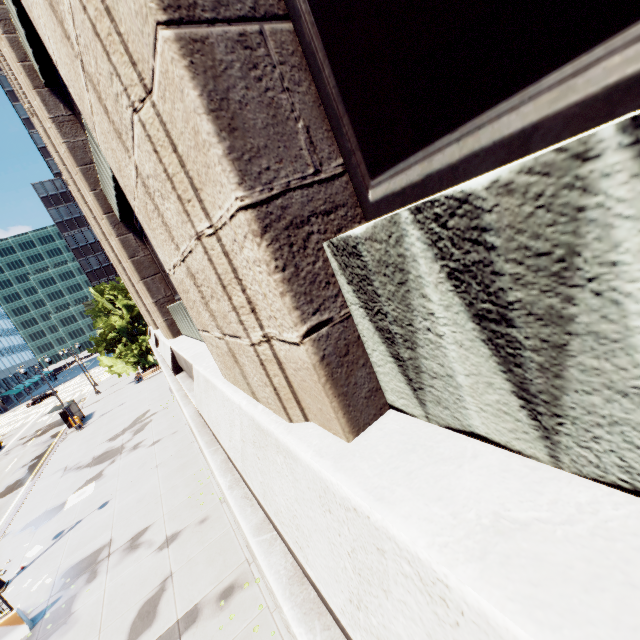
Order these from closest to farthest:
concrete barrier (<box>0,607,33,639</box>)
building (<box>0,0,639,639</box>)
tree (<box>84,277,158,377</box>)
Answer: building (<box>0,0,639,639</box>)
concrete barrier (<box>0,607,33,639</box>)
tree (<box>84,277,158,377</box>)

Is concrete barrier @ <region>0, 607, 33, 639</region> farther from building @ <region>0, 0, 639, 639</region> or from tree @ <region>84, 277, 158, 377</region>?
tree @ <region>84, 277, 158, 377</region>

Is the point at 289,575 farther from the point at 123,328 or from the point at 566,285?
the point at 123,328

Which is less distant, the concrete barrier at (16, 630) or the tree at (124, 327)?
the concrete barrier at (16, 630)

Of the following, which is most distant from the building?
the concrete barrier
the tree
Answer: the tree

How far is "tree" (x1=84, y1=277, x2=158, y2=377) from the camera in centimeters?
3941cm

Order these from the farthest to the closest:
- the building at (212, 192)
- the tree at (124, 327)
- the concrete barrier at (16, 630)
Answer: the tree at (124, 327), the concrete barrier at (16, 630), the building at (212, 192)
